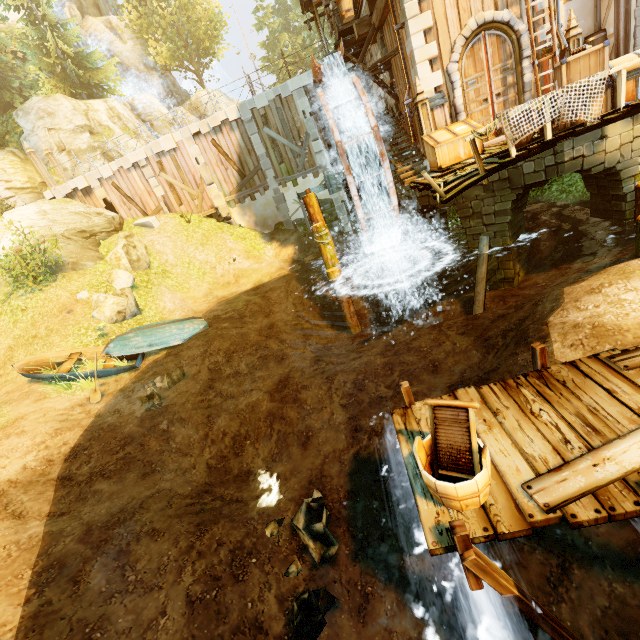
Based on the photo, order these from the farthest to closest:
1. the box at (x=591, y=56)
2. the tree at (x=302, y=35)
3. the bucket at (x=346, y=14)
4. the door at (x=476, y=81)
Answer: the tree at (x=302, y=35) < the door at (x=476, y=81) < the bucket at (x=346, y=14) < the box at (x=591, y=56)

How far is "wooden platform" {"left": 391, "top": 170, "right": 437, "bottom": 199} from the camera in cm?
843

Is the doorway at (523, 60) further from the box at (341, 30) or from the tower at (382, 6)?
the box at (341, 30)

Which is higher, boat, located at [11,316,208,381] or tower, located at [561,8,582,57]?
tower, located at [561,8,582,57]

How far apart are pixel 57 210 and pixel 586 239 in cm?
2547

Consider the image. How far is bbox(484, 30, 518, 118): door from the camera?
9.5m

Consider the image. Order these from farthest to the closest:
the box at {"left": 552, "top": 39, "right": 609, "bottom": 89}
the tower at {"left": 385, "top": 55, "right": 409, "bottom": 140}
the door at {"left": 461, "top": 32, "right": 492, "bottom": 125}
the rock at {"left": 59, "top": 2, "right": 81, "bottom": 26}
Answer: the rock at {"left": 59, "top": 2, "right": 81, "bottom": 26}
the tower at {"left": 385, "top": 55, "right": 409, "bottom": 140}
the door at {"left": 461, "top": 32, "right": 492, "bottom": 125}
the box at {"left": 552, "top": 39, "right": 609, "bottom": 89}

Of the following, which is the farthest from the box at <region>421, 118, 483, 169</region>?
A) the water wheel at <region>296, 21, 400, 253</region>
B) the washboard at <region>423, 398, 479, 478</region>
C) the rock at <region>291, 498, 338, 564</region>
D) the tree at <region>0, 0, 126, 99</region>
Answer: the tree at <region>0, 0, 126, 99</region>
